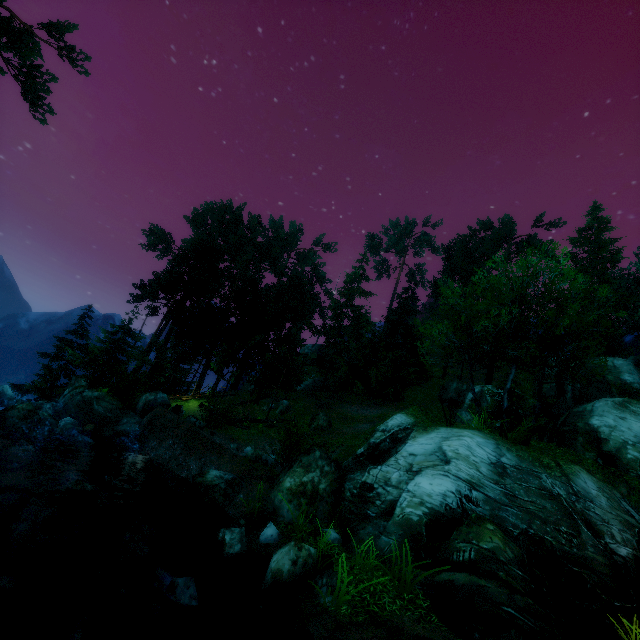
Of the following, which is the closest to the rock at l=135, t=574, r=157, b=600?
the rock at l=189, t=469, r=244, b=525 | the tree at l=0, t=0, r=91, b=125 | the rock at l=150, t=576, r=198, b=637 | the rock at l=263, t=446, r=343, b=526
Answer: the rock at l=150, t=576, r=198, b=637

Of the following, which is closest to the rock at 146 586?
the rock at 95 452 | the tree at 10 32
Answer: the rock at 95 452

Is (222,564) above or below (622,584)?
below

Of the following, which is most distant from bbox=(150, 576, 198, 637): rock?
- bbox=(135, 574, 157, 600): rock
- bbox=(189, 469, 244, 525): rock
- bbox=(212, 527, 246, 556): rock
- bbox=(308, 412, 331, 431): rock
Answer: bbox=(308, 412, 331, 431): rock

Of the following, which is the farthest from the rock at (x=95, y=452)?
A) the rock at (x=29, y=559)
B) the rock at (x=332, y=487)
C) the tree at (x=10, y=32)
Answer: the rock at (x=332, y=487)

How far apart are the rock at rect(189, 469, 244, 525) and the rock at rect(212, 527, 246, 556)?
2.4m

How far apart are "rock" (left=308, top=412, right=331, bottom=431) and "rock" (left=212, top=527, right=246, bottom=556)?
15.5 meters

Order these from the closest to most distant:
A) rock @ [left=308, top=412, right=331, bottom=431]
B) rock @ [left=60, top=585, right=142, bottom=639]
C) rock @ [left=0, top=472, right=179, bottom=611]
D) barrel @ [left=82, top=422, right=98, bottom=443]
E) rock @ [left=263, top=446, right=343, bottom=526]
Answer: rock @ [left=60, top=585, right=142, bottom=639]
rock @ [left=0, top=472, right=179, bottom=611]
rock @ [left=263, top=446, right=343, bottom=526]
barrel @ [left=82, top=422, right=98, bottom=443]
rock @ [left=308, top=412, right=331, bottom=431]
